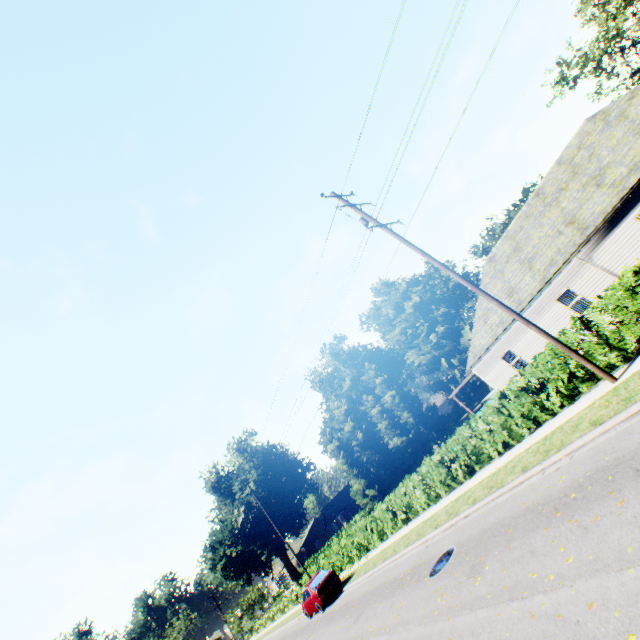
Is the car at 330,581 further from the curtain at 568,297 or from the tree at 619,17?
the curtain at 568,297

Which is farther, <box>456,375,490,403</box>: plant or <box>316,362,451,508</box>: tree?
<box>456,375,490,403</box>: plant

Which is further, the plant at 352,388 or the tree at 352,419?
the plant at 352,388

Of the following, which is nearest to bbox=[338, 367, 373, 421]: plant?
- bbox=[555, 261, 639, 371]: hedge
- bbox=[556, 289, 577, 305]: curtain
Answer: bbox=[555, 261, 639, 371]: hedge

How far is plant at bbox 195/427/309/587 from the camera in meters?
45.5

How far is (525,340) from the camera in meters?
19.8

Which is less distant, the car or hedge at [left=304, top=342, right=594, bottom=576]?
hedge at [left=304, top=342, right=594, bottom=576]

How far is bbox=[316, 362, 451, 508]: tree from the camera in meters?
39.9
